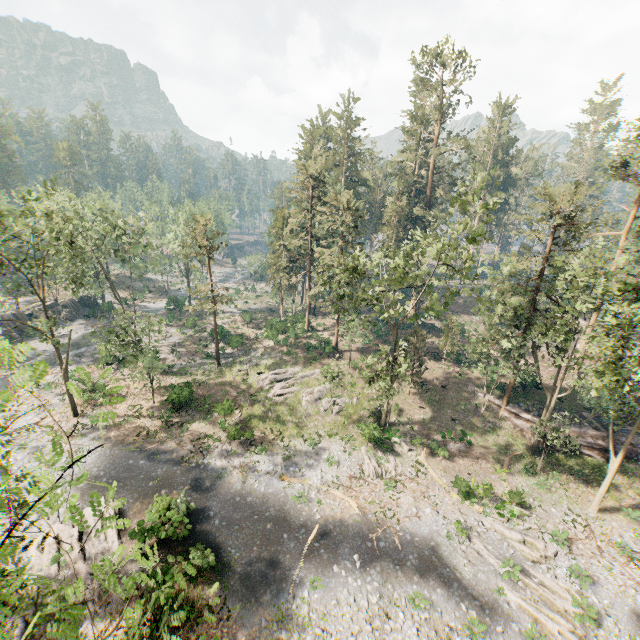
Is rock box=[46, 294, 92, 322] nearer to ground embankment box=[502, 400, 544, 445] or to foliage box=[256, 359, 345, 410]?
foliage box=[256, 359, 345, 410]

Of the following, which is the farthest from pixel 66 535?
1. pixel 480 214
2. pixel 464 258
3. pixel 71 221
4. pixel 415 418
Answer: pixel 480 214

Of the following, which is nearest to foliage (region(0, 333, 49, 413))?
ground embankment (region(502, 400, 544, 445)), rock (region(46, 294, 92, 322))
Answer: ground embankment (region(502, 400, 544, 445))

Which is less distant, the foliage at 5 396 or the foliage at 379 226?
the foliage at 5 396

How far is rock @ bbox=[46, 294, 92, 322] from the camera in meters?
50.5 m

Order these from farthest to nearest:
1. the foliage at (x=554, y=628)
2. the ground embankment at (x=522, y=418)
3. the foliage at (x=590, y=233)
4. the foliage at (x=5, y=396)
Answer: the ground embankment at (x=522, y=418), the foliage at (x=590, y=233), the foliage at (x=554, y=628), the foliage at (x=5, y=396)

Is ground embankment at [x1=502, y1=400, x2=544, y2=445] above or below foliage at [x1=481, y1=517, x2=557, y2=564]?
above
